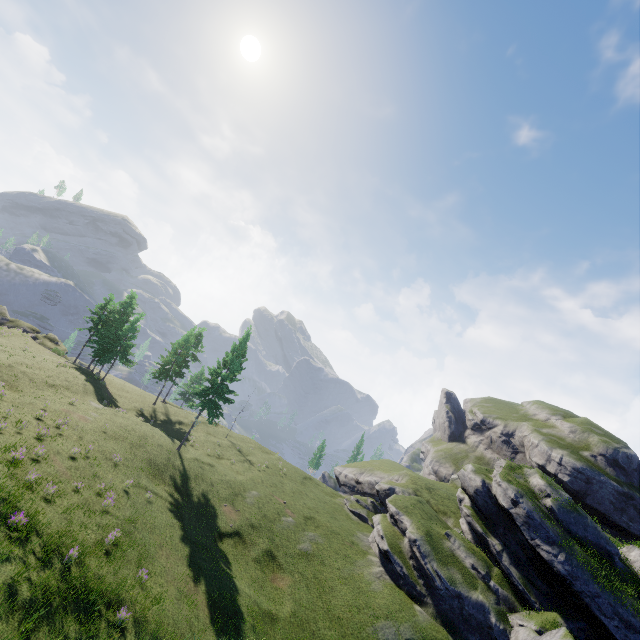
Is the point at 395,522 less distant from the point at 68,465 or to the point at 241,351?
the point at 241,351
